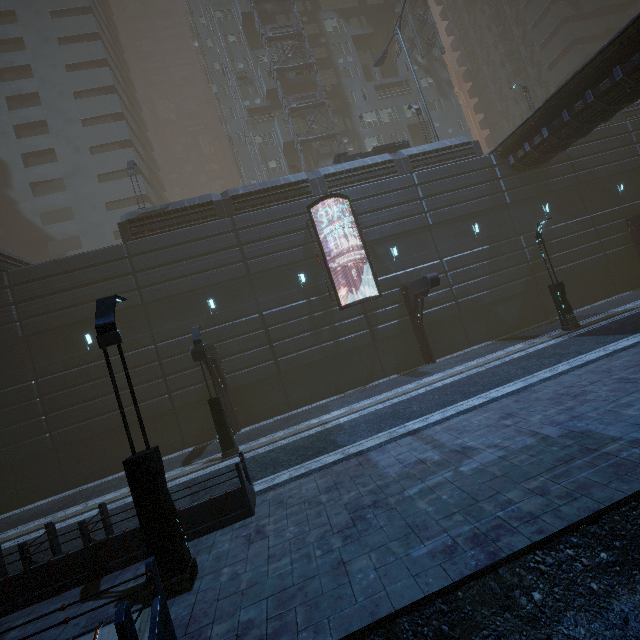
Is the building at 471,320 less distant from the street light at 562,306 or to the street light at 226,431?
the street light at 226,431

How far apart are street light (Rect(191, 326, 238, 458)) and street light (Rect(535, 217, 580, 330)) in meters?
16.8

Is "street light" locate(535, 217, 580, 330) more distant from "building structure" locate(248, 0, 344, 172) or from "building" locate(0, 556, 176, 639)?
"building structure" locate(248, 0, 344, 172)

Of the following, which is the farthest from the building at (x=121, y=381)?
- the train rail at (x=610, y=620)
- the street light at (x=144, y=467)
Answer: the street light at (x=144, y=467)

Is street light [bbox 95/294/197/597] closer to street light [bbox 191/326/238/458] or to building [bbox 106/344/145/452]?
building [bbox 106/344/145/452]

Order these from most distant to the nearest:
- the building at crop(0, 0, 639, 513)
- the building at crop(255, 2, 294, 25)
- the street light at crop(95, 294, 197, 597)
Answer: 1. the building at crop(255, 2, 294, 25)
2. the building at crop(0, 0, 639, 513)
3. the street light at crop(95, 294, 197, 597)

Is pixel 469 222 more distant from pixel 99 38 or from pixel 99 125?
pixel 99 38

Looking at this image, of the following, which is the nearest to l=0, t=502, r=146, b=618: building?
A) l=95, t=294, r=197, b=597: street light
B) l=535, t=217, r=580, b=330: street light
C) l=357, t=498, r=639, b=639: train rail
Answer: l=357, t=498, r=639, b=639: train rail
